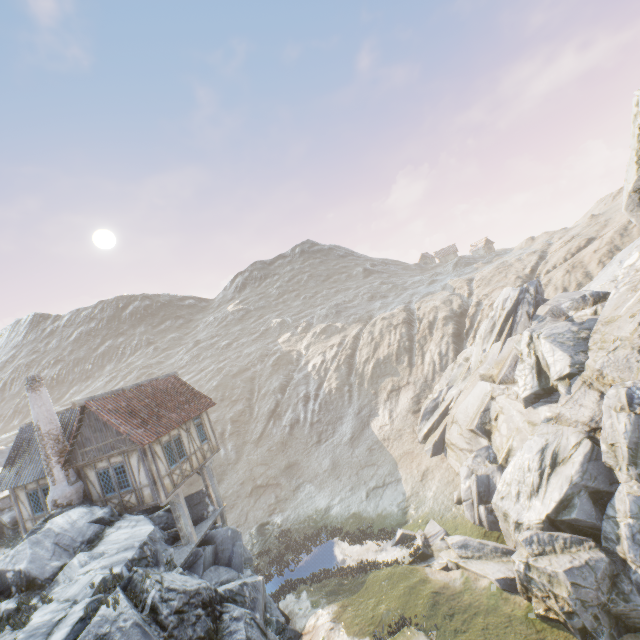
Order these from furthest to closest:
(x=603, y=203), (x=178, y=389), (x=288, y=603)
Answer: (x=603, y=203) < (x=178, y=389) < (x=288, y=603)

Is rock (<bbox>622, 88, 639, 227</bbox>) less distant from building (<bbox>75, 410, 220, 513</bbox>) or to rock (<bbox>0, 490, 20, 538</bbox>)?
building (<bbox>75, 410, 220, 513</bbox>)

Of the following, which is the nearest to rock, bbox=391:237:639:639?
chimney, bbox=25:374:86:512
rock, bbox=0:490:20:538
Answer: chimney, bbox=25:374:86:512

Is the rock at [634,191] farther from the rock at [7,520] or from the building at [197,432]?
the rock at [7,520]

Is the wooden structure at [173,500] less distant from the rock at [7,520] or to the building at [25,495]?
the building at [25,495]

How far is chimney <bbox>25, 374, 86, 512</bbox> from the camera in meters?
15.6 m

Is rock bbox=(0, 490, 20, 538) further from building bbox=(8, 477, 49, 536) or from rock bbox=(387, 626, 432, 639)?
rock bbox=(387, 626, 432, 639)

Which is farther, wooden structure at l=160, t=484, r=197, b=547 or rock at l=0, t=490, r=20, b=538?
rock at l=0, t=490, r=20, b=538
